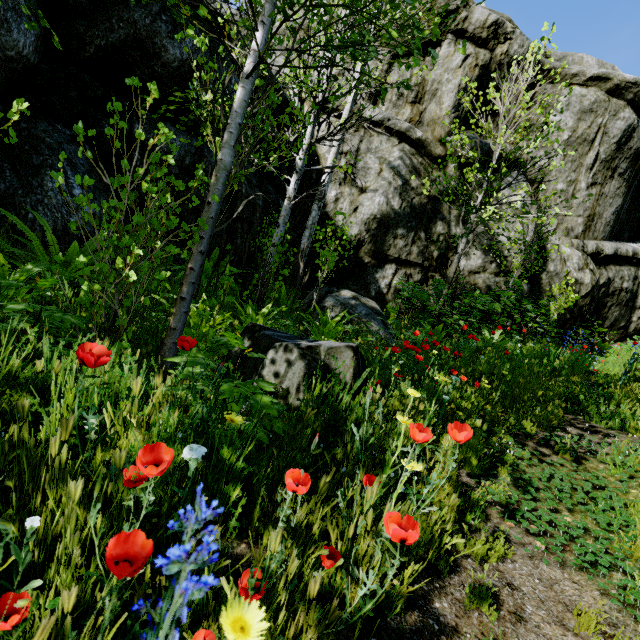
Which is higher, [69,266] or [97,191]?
[97,191]

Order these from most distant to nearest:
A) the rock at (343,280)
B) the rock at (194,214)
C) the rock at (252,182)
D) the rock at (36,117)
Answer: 1. the rock at (343,280)
2. the rock at (252,182)
3. the rock at (194,214)
4. the rock at (36,117)

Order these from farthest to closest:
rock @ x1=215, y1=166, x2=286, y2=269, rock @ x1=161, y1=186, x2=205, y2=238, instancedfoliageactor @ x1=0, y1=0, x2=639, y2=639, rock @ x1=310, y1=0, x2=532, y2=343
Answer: rock @ x1=310, y1=0, x2=532, y2=343, rock @ x1=215, y1=166, x2=286, y2=269, rock @ x1=161, y1=186, x2=205, y2=238, instancedfoliageactor @ x1=0, y1=0, x2=639, y2=639

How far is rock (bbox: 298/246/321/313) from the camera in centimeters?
687cm

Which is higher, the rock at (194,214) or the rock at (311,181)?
the rock at (311,181)

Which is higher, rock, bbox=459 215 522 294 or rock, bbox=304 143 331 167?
→ rock, bbox=304 143 331 167
